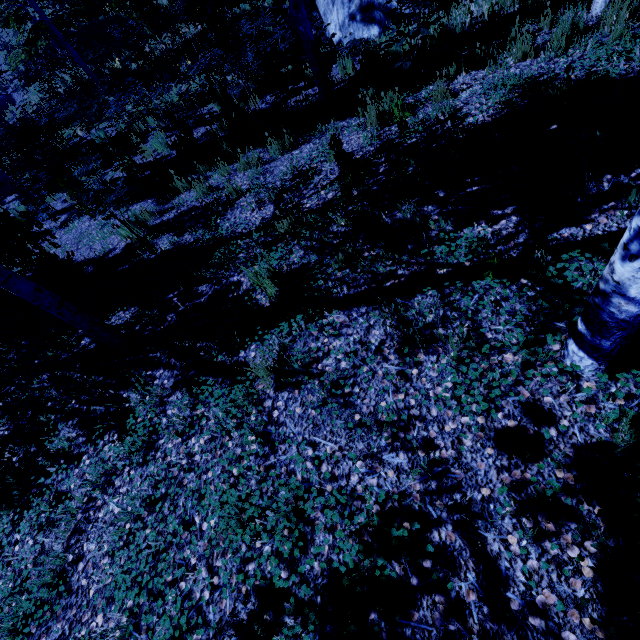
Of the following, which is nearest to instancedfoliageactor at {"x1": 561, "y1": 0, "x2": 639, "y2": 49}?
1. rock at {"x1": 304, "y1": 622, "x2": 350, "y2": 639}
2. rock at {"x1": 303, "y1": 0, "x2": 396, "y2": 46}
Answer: rock at {"x1": 304, "y1": 622, "x2": 350, "y2": 639}

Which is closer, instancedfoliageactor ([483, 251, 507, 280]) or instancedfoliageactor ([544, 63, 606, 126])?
instancedfoliageactor ([483, 251, 507, 280])

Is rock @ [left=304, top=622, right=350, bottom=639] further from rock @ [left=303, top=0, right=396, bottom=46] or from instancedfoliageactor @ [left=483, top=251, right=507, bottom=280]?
rock @ [left=303, top=0, right=396, bottom=46]

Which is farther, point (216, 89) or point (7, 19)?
point (7, 19)

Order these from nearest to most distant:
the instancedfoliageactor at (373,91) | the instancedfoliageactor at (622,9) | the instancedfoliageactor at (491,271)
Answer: the instancedfoliageactor at (491,271)
the instancedfoliageactor at (622,9)
the instancedfoliageactor at (373,91)

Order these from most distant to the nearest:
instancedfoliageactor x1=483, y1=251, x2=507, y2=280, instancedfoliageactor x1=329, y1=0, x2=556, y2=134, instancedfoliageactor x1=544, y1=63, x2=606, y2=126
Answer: instancedfoliageactor x1=329, y1=0, x2=556, y2=134
instancedfoliageactor x1=544, y1=63, x2=606, y2=126
instancedfoliageactor x1=483, y1=251, x2=507, y2=280

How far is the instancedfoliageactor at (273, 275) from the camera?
3.3m
